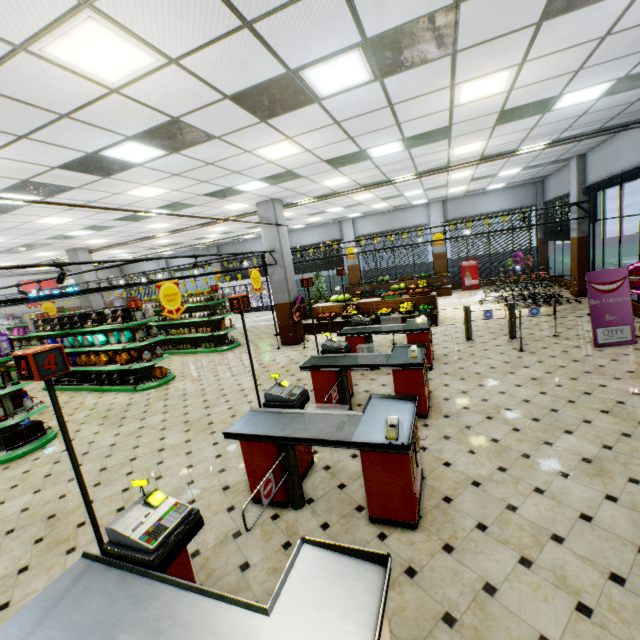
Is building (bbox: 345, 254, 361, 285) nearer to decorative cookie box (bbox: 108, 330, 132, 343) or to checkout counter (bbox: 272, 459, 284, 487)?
checkout counter (bbox: 272, 459, 284, 487)

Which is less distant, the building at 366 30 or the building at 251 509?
the building at 366 30

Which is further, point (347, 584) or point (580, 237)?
point (580, 237)

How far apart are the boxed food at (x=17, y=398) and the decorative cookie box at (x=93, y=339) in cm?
226

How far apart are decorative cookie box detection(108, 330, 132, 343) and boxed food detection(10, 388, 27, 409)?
2.26m

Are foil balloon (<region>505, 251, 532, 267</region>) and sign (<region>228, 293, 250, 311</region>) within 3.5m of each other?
no

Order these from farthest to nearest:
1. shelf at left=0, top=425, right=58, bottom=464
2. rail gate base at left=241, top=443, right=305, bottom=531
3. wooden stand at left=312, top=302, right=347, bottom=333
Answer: wooden stand at left=312, top=302, right=347, bottom=333 → shelf at left=0, top=425, right=58, bottom=464 → rail gate base at left=241, top=443, right=305, bottom=531

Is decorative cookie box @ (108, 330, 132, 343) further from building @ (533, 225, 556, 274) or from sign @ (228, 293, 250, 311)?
sign @ (228, 293, 250, 311)
